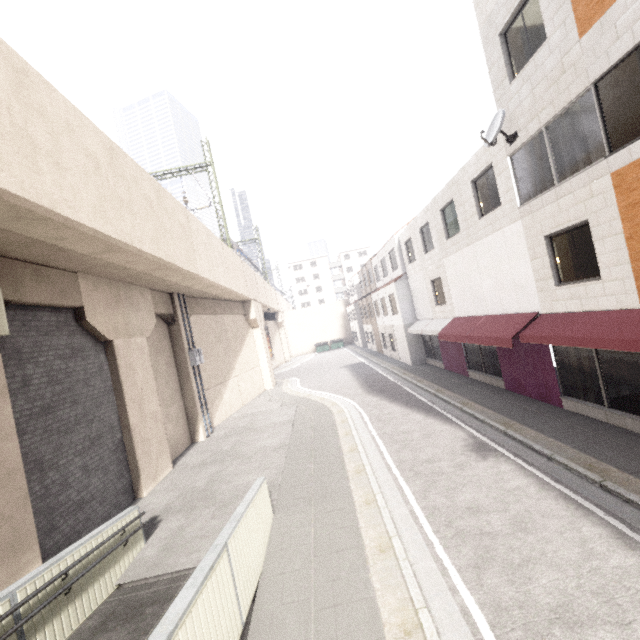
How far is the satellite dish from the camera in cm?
917

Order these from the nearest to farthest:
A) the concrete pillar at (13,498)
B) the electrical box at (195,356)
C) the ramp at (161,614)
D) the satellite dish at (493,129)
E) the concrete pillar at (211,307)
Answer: the ramp at (161,614), the concrete pillar at (13,498), the satellite dish at (493,129), the electrical box at (195,356), the concrete pillar at (211,307)

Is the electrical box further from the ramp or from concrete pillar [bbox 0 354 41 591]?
concrete pillar [bbox 0 354 41 591]

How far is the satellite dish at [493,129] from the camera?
9.2m

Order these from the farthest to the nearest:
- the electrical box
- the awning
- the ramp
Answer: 1. the electrical box
2. the awning
3. the ramp

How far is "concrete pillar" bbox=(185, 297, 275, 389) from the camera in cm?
1755

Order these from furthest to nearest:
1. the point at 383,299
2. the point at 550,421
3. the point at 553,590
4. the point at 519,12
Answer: the point at 383,299, the point at 550,421, the point at 519,12, the point at 553,590

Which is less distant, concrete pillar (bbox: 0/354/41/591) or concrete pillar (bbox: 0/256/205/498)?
concrete pillar (bbox: 0/354/41/591)
